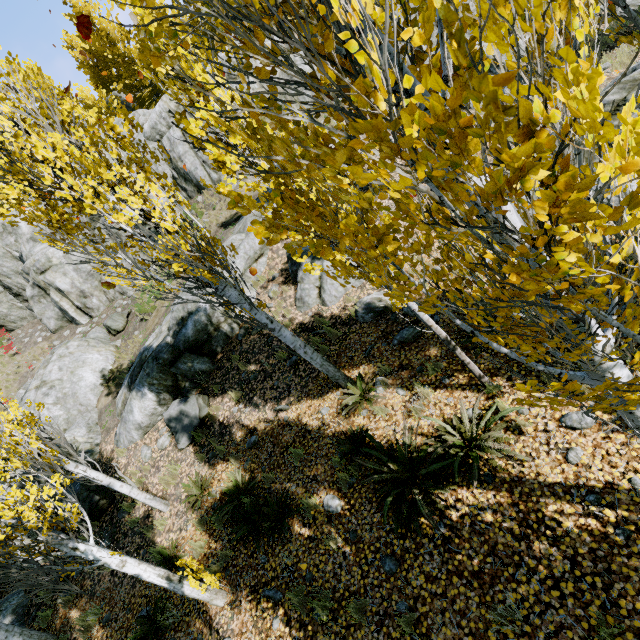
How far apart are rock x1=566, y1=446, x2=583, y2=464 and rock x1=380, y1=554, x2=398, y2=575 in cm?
274

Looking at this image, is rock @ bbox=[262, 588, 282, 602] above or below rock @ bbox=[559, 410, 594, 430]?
above

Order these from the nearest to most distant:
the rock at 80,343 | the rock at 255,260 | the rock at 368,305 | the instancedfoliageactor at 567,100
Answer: the instancedfoliageactor at 567,100
the rock at 368,305
the rock at 255,260
the rock at 80,343

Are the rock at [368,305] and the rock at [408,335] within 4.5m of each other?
yes

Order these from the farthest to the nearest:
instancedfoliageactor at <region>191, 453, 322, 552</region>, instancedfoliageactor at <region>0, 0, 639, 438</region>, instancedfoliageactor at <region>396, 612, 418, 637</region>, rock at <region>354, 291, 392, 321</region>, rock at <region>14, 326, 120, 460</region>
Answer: rock at <region>14, 326, 120, 460</region> < rock at <region>354, 291, 392, 321</region> < instancedfoliageactor at <region>191, 453, 322, 552</region> < instancedfoliageactor at <region>396, 612, 418, 637</region> < instancedfoliageactor at <region>0, 0, 639, 438</region>

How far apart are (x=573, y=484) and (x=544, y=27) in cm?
500

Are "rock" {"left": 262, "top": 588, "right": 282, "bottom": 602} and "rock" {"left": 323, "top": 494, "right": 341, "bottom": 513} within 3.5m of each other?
yes

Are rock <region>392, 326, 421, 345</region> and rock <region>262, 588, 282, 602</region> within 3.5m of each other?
no
